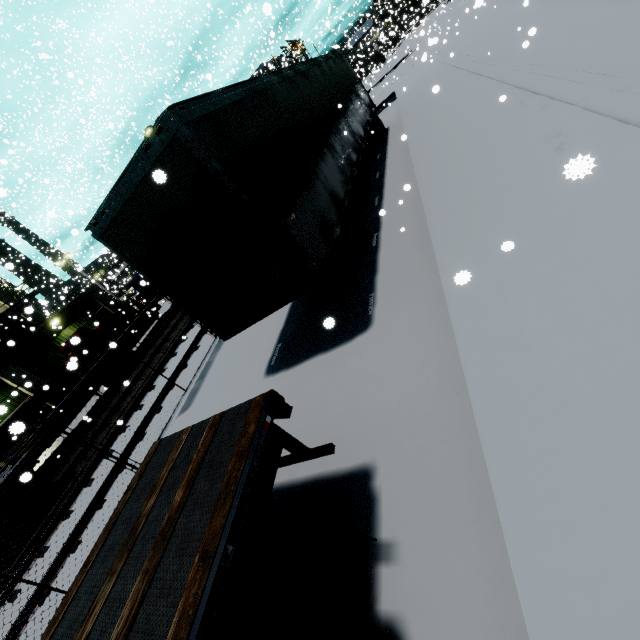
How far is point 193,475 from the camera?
2.70m

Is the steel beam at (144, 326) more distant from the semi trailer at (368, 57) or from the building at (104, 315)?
the semi trailer at (368, 57)

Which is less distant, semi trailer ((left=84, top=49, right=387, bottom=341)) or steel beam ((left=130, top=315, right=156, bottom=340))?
semi trailer ((left=84, top=49, right=387, bottom=341))

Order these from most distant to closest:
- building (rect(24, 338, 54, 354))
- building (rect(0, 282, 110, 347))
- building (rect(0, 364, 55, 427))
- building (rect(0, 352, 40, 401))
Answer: building (rect(0, 282, 110, 347)) → building (rect(24, 338, 54, 354)) → building (rect(0, 352, 40, 401)) → building (rect(0, 364, 55, 427))

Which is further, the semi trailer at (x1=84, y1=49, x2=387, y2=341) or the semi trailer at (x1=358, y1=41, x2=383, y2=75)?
the semi trailer at (x1=358, y1=41, x2=383, y2=75)

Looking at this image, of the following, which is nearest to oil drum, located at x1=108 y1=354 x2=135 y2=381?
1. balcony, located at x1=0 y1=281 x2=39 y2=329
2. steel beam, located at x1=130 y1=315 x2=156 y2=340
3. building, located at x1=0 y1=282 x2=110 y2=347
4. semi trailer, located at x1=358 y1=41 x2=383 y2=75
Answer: steel beam, located at x1=130 y1=315 x2=156 y2=340

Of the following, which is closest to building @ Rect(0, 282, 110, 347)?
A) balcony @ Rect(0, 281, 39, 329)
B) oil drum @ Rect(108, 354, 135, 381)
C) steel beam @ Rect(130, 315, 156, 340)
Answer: balcony @ Rect(0, 281, 39, 329)
